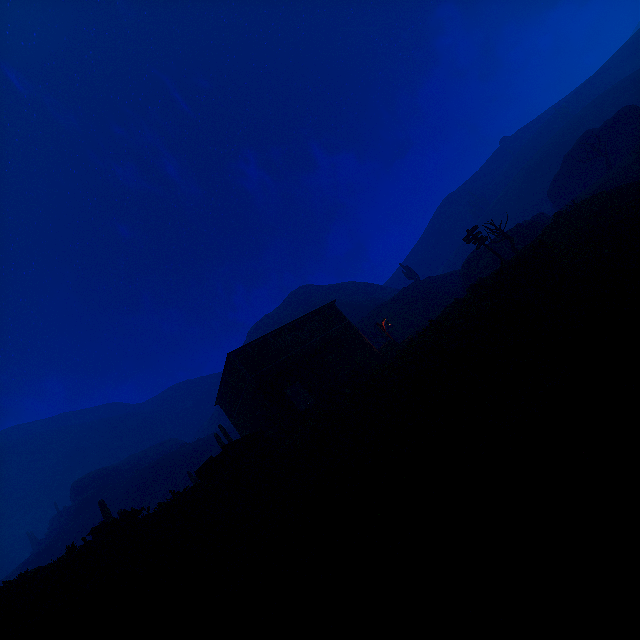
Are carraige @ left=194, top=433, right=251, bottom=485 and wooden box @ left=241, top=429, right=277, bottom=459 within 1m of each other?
yes

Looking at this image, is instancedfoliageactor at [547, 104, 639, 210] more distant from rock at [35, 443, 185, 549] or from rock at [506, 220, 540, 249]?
rock at [35, 443, 185, 549]

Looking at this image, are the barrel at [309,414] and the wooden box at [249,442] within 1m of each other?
no

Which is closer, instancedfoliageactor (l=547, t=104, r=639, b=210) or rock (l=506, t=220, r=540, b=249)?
rock (l=506, t=220, r=540, b=249)

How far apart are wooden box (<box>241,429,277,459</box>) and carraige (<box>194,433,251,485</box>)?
0.0 meters

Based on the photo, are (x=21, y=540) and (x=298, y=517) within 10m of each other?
no

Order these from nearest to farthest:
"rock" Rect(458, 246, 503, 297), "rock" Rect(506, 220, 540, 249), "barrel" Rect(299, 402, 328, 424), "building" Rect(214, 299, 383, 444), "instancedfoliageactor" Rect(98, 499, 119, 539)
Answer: "instancedfoliageactor" Rect(98, 499, 119, 539) → "barrel" Rect(299, 402, 328, 424) → "building" Rect(214, 299, 383, 444) → "rock" Rect(458, 246, 503, 297) → "rock" Rect(506, 220, 540, 249)

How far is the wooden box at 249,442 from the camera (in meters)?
13.60
